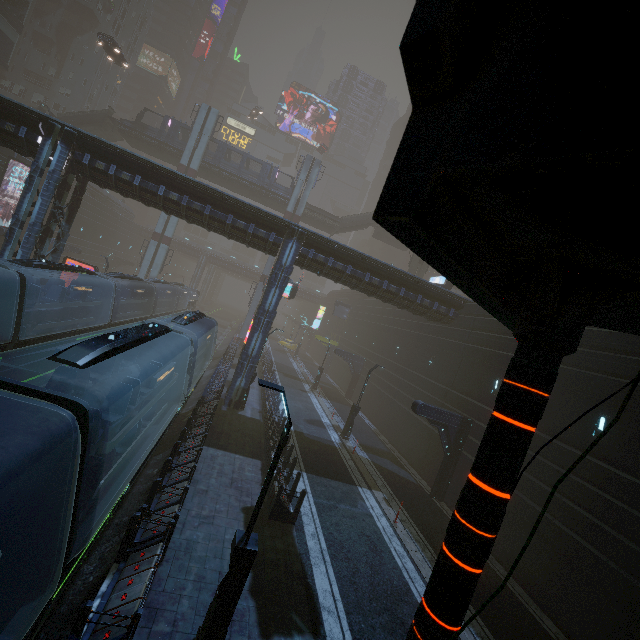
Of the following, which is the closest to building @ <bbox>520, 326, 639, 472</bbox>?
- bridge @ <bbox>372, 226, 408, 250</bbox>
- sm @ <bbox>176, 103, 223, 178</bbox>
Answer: sm @ <bbox>176, 103, 223, 178</bbox>

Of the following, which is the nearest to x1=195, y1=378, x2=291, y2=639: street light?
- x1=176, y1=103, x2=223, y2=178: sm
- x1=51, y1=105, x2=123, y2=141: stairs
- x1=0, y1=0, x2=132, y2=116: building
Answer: x1=0, y1=0, x2=132, y2=116: building

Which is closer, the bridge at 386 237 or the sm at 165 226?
the sm at 165 226

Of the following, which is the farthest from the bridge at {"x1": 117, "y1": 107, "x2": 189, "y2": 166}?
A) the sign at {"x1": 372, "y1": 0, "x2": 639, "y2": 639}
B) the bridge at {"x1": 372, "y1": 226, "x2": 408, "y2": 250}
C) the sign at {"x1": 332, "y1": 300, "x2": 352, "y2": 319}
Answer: the sign at {"x1": 372, "y1": 0, "x2": 639, "y2": 639}

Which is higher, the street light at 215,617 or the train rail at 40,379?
the street light at 215,617

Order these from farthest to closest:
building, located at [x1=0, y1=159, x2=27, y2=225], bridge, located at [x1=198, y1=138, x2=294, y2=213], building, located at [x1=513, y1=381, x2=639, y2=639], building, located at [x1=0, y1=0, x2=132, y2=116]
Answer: building, located at [x1=0, y1=0, x2=132, y2=116] < bridge, located at [x1=198, y1=138, x2=294, y2=213] < building, located at [x1=0, y1=159, x2=27, y2=225] < building, located at [x1=513, y1=381, x2=639, y2=639]

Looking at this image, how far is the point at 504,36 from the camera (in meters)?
1.45

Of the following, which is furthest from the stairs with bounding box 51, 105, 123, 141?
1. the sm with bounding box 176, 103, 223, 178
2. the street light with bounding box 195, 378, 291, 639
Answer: the street light with bounding box 195, 378, 291, 639
